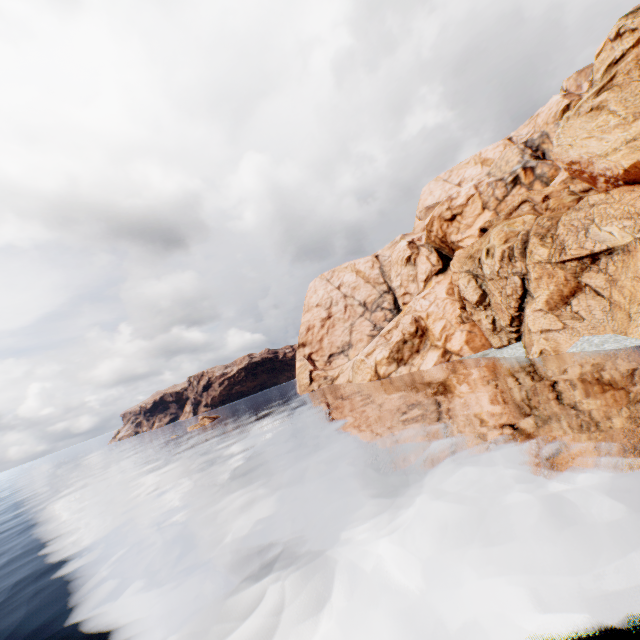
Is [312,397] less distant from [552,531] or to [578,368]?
[578,368]
